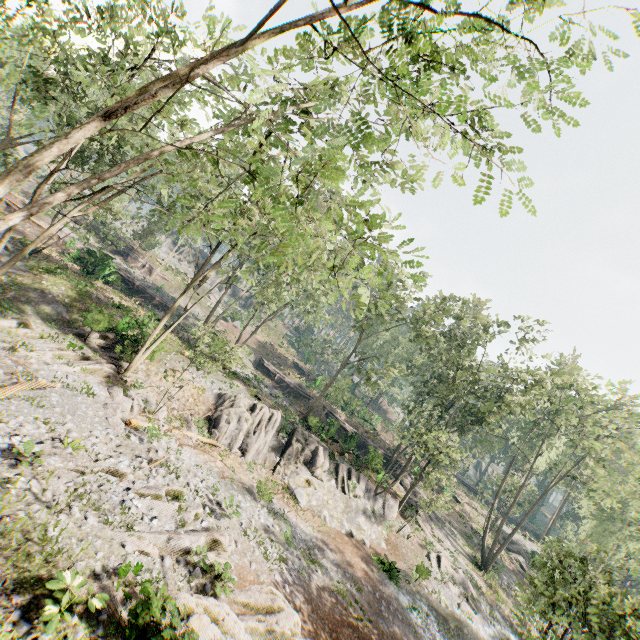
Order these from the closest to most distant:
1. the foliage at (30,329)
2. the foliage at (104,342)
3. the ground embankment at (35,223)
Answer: the foliage at (30,329)
the foliage at (104,342)
the ground embankment at (35,223)

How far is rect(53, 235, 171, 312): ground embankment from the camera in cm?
3312

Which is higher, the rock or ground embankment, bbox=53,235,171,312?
ground embankment, bbox=53,235,171,312

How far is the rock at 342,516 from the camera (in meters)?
23.50

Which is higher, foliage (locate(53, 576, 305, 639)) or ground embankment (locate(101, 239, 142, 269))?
ground embankment (locate(101, 239, 142, 269))

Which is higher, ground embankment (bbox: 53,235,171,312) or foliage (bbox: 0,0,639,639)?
foliage (bbox: 0,0,639,639)

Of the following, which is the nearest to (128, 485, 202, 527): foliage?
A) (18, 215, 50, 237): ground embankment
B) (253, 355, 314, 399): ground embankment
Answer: (18, 215, 50, 237): ground embankment

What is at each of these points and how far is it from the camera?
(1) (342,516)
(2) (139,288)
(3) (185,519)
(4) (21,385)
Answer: (1) rock, 24.62m
(2) ground embankment, 40.16m
(3) foliage, 12.63m
(4) foliage, 13.34m
